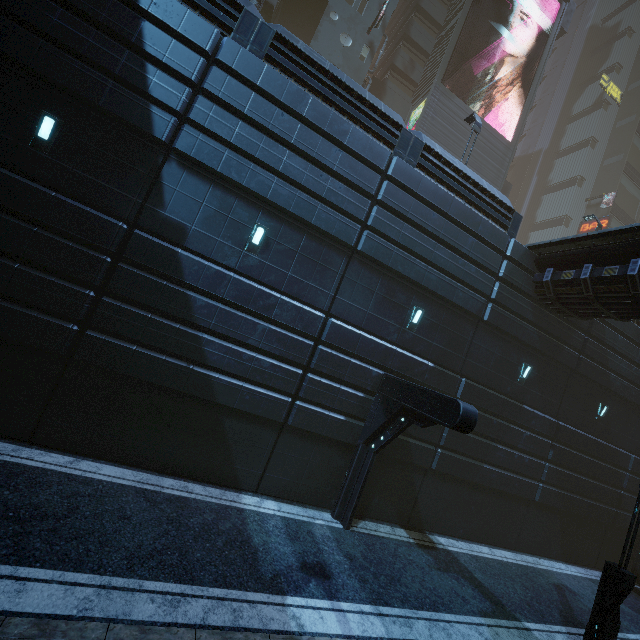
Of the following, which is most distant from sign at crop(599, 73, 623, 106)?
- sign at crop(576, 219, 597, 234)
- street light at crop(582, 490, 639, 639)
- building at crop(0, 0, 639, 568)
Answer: street light at crop(582, 490, 639, 639)

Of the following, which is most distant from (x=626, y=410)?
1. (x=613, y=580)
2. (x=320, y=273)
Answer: (x=320, y=273)

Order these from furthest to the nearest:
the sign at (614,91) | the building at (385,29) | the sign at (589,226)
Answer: the sign at (614,91) < the sign at (589,226) < the building at (385,29)

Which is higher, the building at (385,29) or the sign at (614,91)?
the sign at (614,91)

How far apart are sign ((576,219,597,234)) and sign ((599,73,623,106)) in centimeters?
1781cm

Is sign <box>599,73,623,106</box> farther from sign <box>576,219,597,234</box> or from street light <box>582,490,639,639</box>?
street light <box>582,490,639,639</box>

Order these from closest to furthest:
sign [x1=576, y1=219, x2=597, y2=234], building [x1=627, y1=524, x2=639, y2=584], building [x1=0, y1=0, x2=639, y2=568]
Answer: building [x1=0, y1=0, x2=639, y2=568] → building [x1=627, y1=524, x2=639, y2=584] → sign [x1=576, y1=219, x2=597, y2=234]

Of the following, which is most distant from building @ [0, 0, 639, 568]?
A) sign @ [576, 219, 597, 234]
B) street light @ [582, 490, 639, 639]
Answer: street light @ [582, 490, 639, 639]
